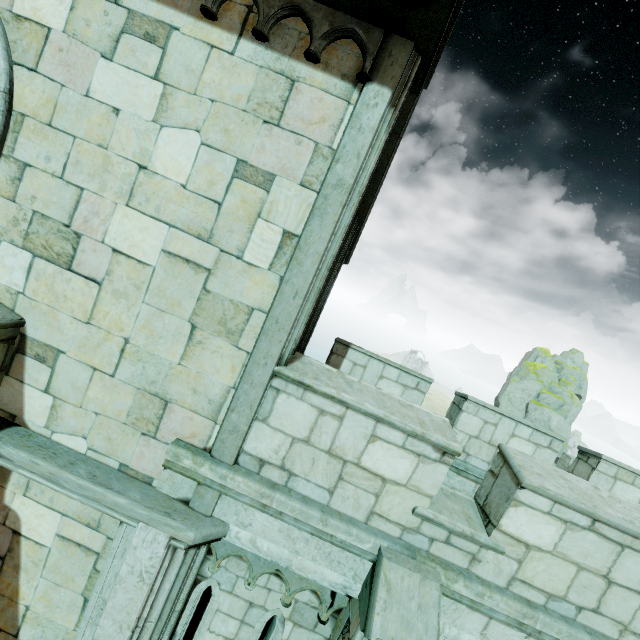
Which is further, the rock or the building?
the rock

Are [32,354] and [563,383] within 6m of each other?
no

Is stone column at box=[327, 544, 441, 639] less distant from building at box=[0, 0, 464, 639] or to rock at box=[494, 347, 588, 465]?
building at box=[0, 0, 464, 639]

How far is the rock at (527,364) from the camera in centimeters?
3769cm

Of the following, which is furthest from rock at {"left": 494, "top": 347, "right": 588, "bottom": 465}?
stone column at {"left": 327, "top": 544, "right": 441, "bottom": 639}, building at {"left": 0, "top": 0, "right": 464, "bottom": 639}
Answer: stone column at {"left": 327, "top": 544, "right": 441, "bottom": 639}

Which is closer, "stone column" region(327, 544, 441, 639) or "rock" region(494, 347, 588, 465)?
"stone column" region(327, 544, 441, 639)

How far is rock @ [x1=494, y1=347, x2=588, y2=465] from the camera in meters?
37.7

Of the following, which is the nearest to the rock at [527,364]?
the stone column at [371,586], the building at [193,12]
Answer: the building at [193,12]
